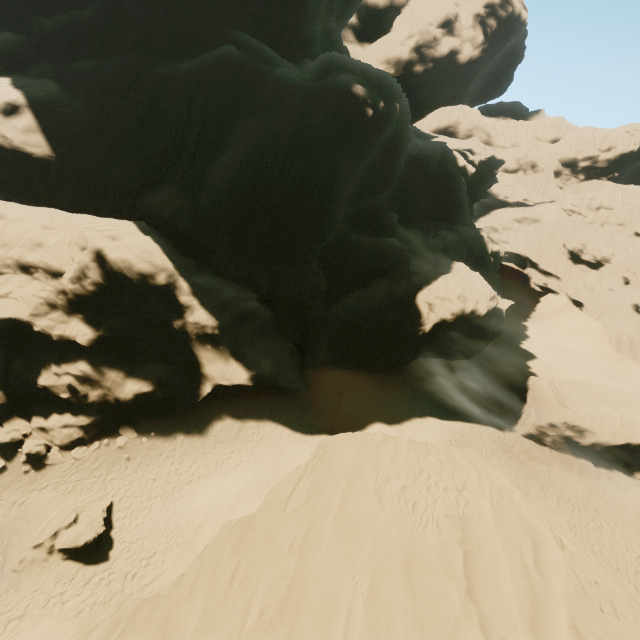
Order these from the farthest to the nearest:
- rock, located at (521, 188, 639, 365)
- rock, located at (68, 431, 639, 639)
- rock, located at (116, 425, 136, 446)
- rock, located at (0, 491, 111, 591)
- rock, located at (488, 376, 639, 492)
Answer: rock, located at (521, 188, 639, 365)
rock, located at (488, 376, 639, 492)
rock, located at (116, 425, 136, 446)
rock, located at (0, 491, 111, 591)
rock, located at (68, 431, 639, 639)

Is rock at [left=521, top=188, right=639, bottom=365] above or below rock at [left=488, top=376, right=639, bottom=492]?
above

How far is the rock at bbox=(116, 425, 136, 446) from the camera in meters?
21.2

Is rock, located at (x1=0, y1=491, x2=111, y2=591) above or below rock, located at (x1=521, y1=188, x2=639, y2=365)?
below

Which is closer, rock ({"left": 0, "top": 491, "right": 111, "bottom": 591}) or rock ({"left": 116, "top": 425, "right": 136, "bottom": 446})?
rock ({"left": 0, "top": 491, "right": 111, "bottom": 591})

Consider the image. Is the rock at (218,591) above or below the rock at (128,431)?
above

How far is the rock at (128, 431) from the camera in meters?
21.2 m

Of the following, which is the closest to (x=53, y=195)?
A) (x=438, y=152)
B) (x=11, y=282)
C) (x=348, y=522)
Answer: (x=11, y=282)
